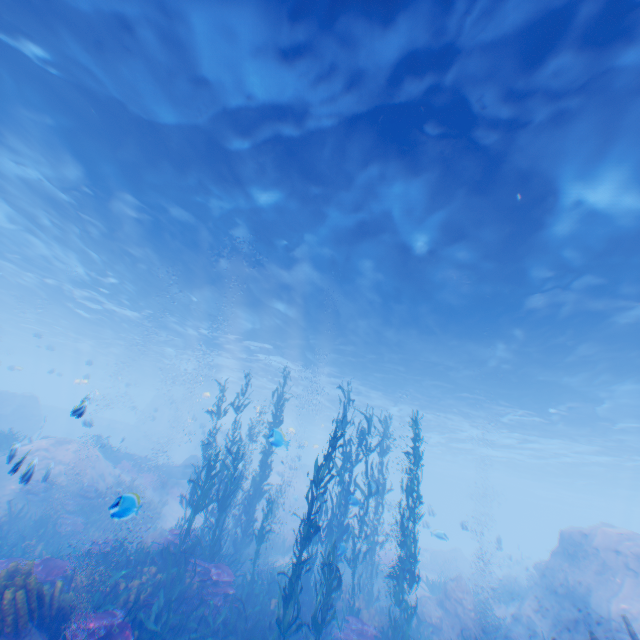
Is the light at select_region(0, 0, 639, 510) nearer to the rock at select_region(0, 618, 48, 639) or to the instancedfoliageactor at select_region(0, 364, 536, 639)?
the rock at select_region(0, 618, 48, 639)

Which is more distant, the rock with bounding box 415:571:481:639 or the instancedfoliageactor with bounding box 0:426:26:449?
the instancedfoliageactor with bounding box 0:426:26:449

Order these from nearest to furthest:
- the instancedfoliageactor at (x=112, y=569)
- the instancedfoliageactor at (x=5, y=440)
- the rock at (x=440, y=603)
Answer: the instancedfoliageactor at (x=112, y=569) < the rock at (x=440, y=603) < the instancedfoliageactor at (x=5, y=440)

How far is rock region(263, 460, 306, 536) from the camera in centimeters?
2376cm

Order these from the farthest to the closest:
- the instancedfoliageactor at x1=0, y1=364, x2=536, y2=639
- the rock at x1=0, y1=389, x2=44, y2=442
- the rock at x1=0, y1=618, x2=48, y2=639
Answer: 1. the rock at x1=0, y1=389, x2=44, y2=442
2. the instancedfoliageactor at x1=0, y1=364, x2=536, y2=639
3. the rock at x1=0, y1=618, x2=48, y2=639

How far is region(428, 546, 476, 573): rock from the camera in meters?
31.0

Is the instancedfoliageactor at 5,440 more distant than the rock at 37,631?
Yes

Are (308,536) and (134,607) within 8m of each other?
yes
